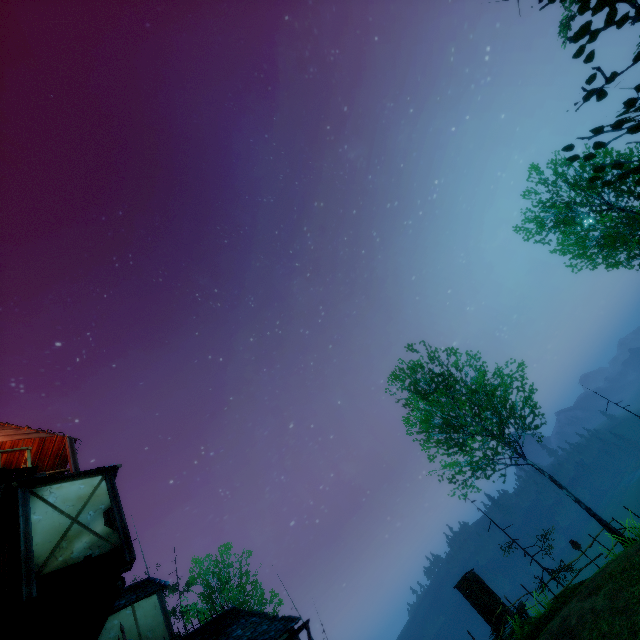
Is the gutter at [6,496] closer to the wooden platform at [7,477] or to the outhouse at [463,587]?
the wooden platform at [7,477]

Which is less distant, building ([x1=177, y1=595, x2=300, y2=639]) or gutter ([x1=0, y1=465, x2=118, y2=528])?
gutter ([x1=0, y1=465, x2=118, y2=528])

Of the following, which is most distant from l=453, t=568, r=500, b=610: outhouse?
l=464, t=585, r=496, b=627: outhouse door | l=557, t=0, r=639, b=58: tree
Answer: l=557, t=0, r=639, b=58: tree

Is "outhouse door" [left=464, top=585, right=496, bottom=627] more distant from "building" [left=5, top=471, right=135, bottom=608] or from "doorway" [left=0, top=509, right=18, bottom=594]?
"doorway" [left=0, top=509, right=18, bottom=594]

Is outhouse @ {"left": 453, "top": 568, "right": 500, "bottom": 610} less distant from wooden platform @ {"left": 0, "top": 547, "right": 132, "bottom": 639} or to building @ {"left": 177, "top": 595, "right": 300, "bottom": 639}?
building @ {"left": 177, "top": 595, "right": 300, "bottom": 639}

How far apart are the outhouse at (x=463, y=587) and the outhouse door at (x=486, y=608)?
0.0 meters

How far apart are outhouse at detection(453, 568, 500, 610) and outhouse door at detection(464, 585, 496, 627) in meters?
0.0

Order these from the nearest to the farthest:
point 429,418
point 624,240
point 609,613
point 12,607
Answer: point 12,607 < point 609,613 < point 624,240 < point 429,418
